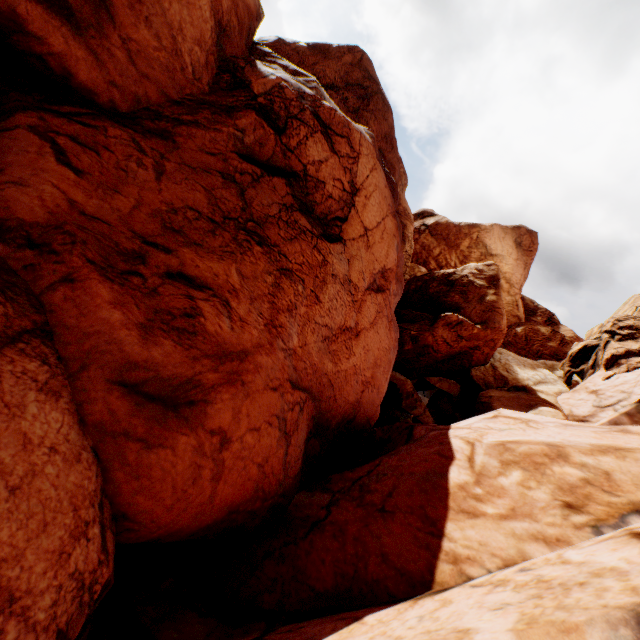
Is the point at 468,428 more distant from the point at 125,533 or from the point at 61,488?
the point at 61,488
